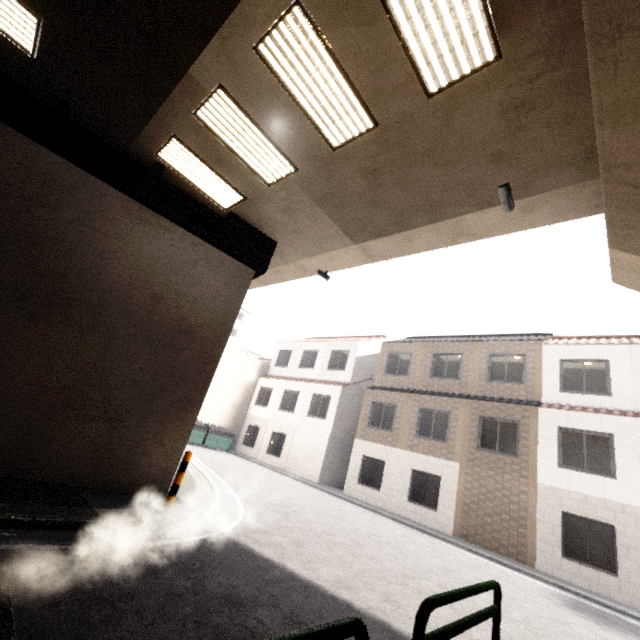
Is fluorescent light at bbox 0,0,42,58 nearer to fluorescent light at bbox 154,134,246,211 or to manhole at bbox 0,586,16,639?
fluorescent light at bbox 154,134,246,211

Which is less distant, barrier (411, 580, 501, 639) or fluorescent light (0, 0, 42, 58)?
barrier (411, 580, 501, 639)

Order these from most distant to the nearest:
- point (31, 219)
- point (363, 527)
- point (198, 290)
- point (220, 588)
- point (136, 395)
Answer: point (363, 527)
point (198, 290)
point (136, 395)
point (31, 219)
point (220, 588)

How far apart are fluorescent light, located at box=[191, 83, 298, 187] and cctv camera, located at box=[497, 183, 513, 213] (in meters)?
3.84

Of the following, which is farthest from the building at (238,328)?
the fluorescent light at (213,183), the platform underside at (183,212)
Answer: the fluorescent light at (213,183)

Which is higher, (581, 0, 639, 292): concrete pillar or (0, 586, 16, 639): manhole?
(581, 0, 639, 292): concrete pillar

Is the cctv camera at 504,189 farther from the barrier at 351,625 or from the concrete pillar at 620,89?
the barrier at 351,625

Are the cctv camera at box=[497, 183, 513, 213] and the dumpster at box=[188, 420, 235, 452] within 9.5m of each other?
no
